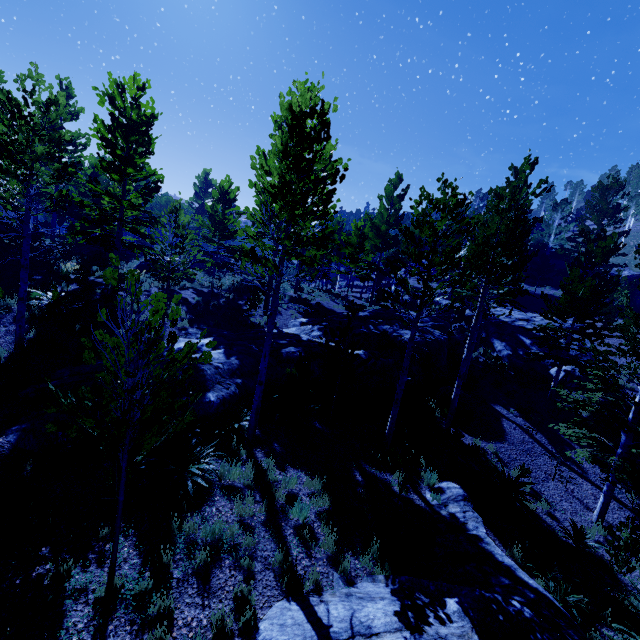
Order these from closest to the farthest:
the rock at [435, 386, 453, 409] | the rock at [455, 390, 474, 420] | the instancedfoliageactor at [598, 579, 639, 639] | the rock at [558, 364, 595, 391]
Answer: the instancedfoliageactor at [598, 579, 639, 639] → the rock at [455, 390, 474, 420] → the rock at [435, 386, 453, 409] → the rock at [558, 364, 595, 391]

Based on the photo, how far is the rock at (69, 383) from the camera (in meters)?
7.36

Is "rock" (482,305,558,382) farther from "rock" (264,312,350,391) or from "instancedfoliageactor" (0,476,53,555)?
"rock" (264,312,350,391)

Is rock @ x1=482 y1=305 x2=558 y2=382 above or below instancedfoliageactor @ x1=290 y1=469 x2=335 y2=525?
above

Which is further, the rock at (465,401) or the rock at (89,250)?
the rock at (89,250)

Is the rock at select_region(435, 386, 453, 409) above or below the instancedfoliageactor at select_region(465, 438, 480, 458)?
above

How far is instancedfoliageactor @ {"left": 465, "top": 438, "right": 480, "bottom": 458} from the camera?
11.84m

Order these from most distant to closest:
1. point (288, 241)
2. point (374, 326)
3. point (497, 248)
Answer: point (374, 326) < point (497, 248) < point (288, 241)
